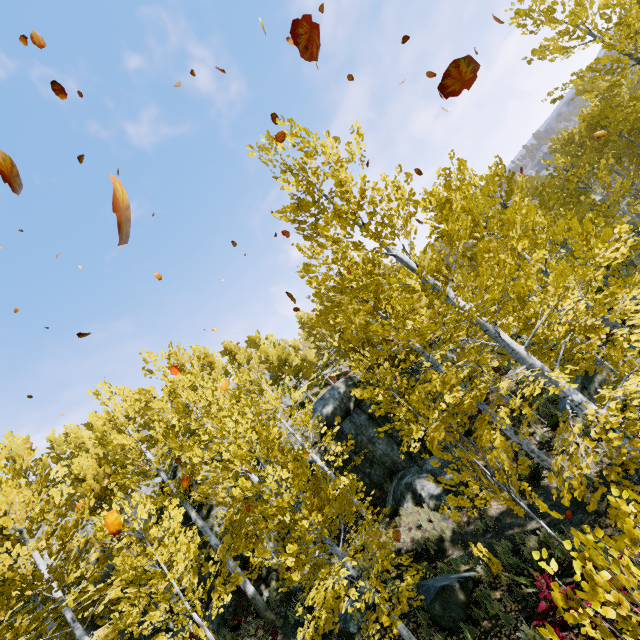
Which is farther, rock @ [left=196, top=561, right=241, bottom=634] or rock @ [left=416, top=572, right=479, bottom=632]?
rock @ [left=196, top=561, right=241, bottom=634]

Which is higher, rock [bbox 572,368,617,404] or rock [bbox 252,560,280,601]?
rock [bbox 252,560,280,601]

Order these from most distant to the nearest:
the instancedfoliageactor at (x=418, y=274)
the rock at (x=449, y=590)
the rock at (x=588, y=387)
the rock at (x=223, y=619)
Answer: the rock at (x=223, y=619) → the rock at (x=588, y=387) → the rock at (x=449, y=590) → the instancedfoliageactor at (x=418, y=274)

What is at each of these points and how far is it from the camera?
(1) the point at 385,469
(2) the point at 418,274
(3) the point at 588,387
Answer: (1) rock, 15.73m
(2) instancedfoliageactor, 6.44m
(3) rock, 10.51m

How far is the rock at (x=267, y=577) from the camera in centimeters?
1395cm

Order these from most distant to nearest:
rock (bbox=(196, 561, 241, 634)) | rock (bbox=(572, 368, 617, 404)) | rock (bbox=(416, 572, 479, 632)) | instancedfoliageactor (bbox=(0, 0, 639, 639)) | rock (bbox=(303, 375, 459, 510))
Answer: rock (bbox=(196, 561, 241, 634)) → rock (bbox=(303, 375, 459, 510)) → rock (bbox=(572, 368, 617, 404)) → rock (bbox=(416, 572, 479, 632)) → instancedfoliageactor (bbox=(0, 0, 639, 639))

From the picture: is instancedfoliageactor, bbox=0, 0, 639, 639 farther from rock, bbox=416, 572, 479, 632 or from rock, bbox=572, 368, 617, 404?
rock, bbox=572, 368, 617, 404

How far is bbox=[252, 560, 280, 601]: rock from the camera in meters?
13.9
